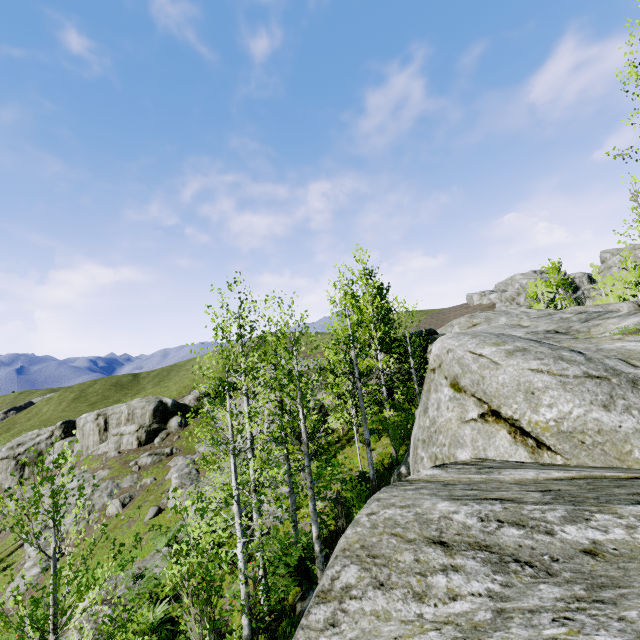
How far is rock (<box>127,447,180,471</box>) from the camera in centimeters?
4059cm

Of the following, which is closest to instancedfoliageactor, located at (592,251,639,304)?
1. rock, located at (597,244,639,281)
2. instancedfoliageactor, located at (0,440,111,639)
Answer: rock, located at (597,244,639,281)

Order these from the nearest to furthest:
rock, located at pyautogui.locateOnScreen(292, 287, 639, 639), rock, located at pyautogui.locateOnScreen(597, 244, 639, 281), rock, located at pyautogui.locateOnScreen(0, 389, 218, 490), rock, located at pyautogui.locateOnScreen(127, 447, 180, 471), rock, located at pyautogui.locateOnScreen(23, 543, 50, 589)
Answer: rock, located at pyautogui.locateOnScreen(292, 287, 639, 639) < rock, located at pyautogui.locateOnScreen(23, 543, 50, 589) < rock, located at pyautogui.locateOnScreen(127, 447, 180, 471) < rock, located at pyautogui.locateOnScreen(0, 389, 218, 490) < rock, located at pyautogui.locateOnScreen(597, 244, 639, 281)

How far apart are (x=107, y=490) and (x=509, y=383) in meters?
45.7 m

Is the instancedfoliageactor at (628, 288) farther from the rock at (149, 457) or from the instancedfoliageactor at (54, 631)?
the instancedfoliageactor at (54, 631)

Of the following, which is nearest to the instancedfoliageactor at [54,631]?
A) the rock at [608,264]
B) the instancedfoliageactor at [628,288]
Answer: the rock at [608,264]

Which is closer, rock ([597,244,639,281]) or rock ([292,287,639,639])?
rock ([292,287,639,639])
